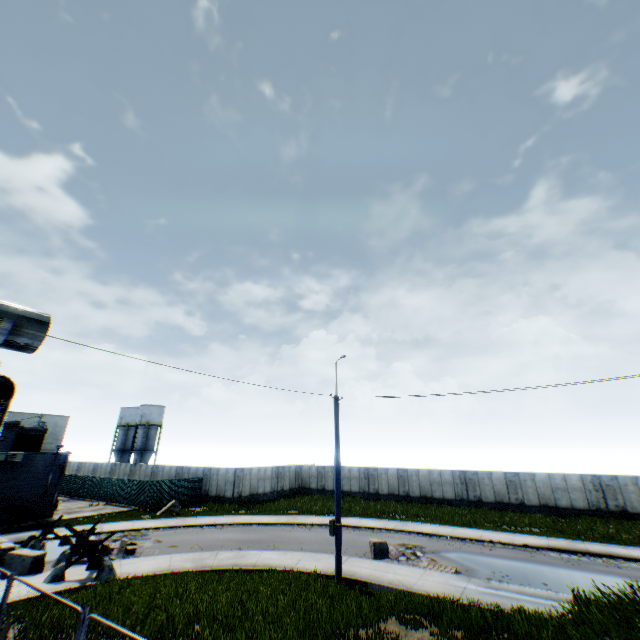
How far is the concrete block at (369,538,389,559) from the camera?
17.0 meters

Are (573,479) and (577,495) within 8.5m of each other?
yes

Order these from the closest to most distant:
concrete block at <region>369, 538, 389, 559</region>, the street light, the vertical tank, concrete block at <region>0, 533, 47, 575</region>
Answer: the street light → concrete block at <region>0, 533, 47, 575</region> → concrete block at <region>369, 538, 389, 559</region> → the vertical tank

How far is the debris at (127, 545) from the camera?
16.4m

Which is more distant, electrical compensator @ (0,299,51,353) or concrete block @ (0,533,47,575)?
concrete block @ (0,533,47,575)

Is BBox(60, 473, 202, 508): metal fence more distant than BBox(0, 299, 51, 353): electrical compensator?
Yes

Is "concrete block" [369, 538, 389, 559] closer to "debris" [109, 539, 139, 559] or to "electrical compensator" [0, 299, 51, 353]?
"debris" [109, 539, 139, 559]

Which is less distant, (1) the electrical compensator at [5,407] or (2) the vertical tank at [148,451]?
(1) the electrical compensator at [5,407]
